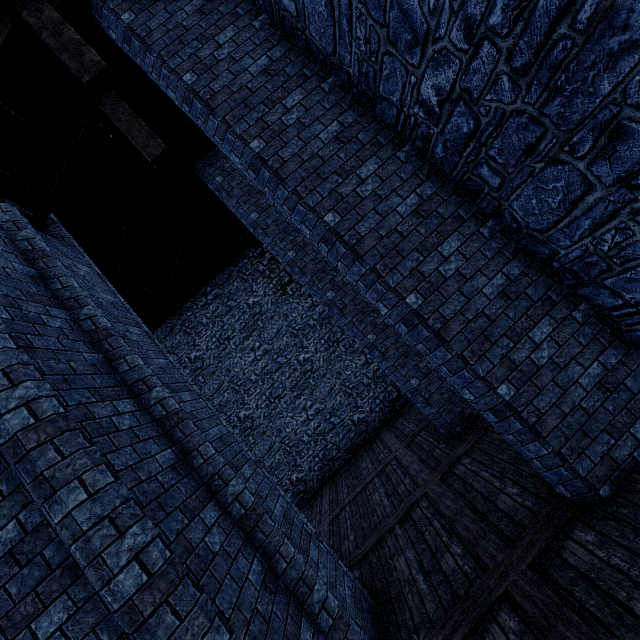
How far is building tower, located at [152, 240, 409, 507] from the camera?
13.5 meters

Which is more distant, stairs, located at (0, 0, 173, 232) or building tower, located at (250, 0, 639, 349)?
stairs, located at (0, 0, 173, 232)

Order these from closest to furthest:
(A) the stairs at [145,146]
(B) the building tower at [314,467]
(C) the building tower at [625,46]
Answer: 1. (C) the building tower at [625,46]
2. (A) the stairs at [145,146]
3. (B) the building tower at [314,467]

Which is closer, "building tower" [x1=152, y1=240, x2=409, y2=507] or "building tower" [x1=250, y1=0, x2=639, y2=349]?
"building tower" [x1=250, y1=0, x2=639, y2=349]

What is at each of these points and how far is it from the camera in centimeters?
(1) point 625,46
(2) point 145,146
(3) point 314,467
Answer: (1) building tower, 212cm
(2) stairs, 536cm
(3) building tower, 1335cm

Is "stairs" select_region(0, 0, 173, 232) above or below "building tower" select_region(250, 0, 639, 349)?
above

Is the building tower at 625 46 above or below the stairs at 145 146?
below
